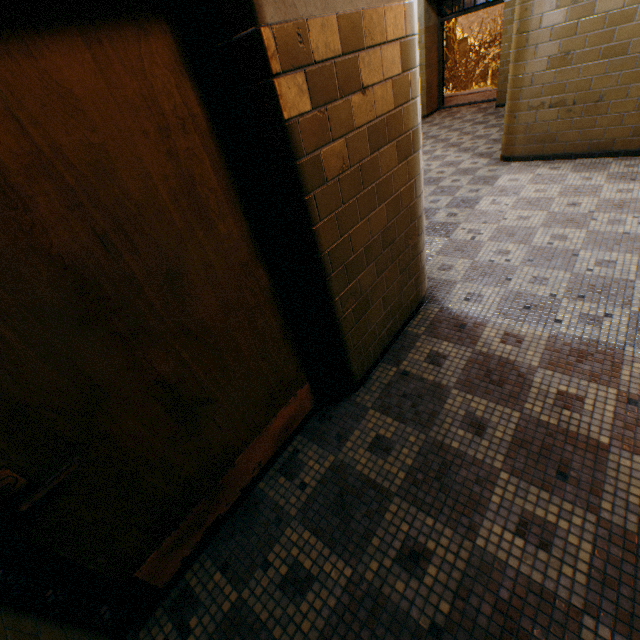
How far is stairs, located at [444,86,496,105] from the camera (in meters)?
9.59

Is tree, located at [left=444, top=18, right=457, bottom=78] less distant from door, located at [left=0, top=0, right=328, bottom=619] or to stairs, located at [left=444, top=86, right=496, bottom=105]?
stairs, located at [left=444, top=86, right=496, bottom=105]

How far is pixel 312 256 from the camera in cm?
165

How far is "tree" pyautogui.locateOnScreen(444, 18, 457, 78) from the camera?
17.5 meters

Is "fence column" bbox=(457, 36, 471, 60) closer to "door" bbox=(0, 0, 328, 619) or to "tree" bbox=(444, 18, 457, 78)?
"tree" bbox=(444, 18, 457, 78)

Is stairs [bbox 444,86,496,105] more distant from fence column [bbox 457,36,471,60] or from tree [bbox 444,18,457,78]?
fence column [bbox 457,36,471,60]

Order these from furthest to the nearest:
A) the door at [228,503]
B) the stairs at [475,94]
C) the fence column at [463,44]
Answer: the fence column at [463,44] → the stairs at [475,94] → the door at [228,503]

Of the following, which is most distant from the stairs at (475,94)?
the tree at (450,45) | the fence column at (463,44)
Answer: the fence column at (463,44)
